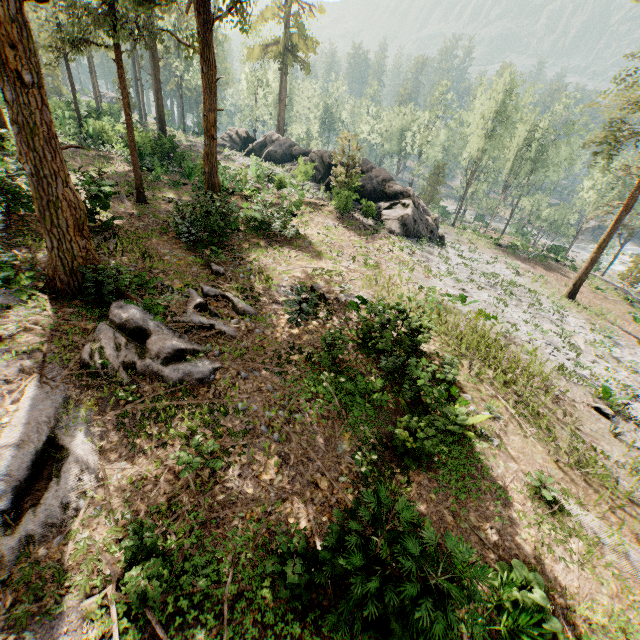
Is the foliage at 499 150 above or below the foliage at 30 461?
above

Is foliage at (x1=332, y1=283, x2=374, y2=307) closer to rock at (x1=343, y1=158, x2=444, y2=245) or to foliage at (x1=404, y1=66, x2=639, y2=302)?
foliage at (x1=404, y1=66, x2=639, y2=302)

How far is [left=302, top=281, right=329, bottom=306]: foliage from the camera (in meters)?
12.23

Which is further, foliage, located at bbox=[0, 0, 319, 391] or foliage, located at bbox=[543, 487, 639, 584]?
foliage, located at bbox=[0, 0, 319, 391]

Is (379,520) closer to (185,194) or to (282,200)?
(282,200)

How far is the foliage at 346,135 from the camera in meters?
25.2
